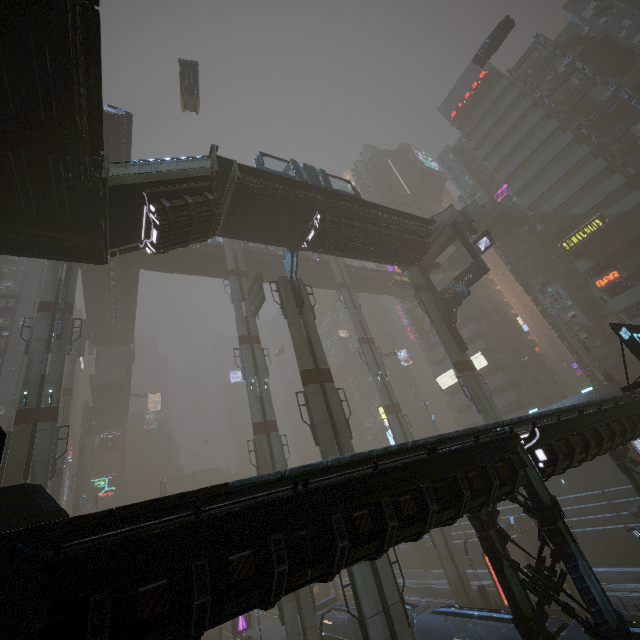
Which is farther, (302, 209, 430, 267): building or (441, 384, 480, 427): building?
(441, 384, 480, 427): building

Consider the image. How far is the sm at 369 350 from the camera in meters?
35.4

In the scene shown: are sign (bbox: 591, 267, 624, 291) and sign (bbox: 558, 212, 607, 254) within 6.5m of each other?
yes

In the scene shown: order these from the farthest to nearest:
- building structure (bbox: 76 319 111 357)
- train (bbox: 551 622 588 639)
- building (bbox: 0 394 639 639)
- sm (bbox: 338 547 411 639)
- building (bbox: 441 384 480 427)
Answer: building (bbox: 441 384 480 427)
building structure (bbox: 76 319 111 357)
sm (bbox: 338 547 411 639)
train (bbox: 551 622 588 639)
building (bbox: 0 394 639 639)

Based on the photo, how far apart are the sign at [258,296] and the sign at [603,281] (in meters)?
38.70

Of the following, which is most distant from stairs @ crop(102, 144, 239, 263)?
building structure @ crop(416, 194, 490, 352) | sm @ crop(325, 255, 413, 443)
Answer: building structure @ crop(416, 194, 490, 352)

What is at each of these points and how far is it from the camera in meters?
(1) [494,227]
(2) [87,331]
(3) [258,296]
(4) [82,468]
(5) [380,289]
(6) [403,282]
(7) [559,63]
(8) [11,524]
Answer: (1) bridge, 45.6
(2) building structure, 42.9
(3) sign, 32.4
(4) sm, 53.7
(5) bridge, 57.3
(6) taxi, 45.8
(7) building, 45.1
(8) building, 8.3

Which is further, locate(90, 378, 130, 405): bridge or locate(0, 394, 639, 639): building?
locate(90, 378, 130, 405): bridge
